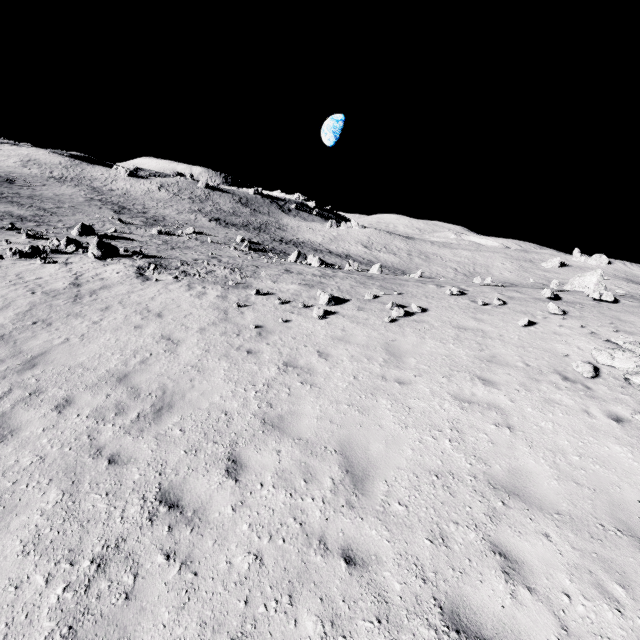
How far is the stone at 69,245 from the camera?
20.07m

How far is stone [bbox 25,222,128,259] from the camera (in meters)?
20.07

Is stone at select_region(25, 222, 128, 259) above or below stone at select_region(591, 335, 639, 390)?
below

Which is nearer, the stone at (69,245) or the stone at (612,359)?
the stone at (612,359)

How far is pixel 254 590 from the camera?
3.8 meters

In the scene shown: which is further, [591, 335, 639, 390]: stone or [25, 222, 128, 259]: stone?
[25, 222, 128, 259]: stone
